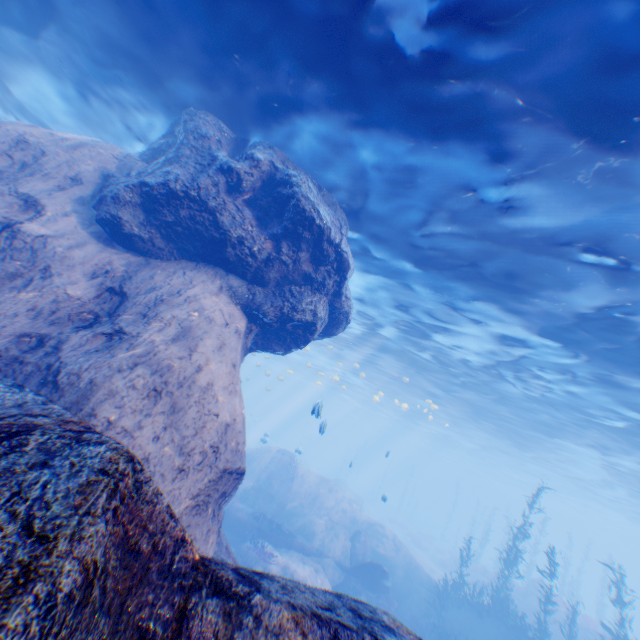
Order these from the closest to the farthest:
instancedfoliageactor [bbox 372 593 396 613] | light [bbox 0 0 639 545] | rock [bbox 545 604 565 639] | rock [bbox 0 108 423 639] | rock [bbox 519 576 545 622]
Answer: rock [bbox 0 108 423 639] < light [bbox 0 0 639 545] < instancedfoliageactor [bbox 372 593 396 613] < rock [bbox 545 604 565 639] < rock [bbox 519 576 545 622]

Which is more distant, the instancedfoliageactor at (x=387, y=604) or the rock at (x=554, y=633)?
the rock at (x=554, y=633)

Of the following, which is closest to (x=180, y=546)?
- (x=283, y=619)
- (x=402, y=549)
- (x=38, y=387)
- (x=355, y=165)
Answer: (x=283, y=619)

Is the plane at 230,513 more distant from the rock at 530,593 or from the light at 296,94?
the rock at 530,593

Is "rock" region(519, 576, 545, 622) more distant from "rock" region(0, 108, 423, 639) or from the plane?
the plane

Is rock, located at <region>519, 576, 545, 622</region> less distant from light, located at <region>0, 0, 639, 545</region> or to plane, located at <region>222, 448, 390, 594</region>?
light, located at <region>0, 0, 639, 545</region>

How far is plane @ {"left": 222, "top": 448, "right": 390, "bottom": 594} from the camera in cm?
1554
